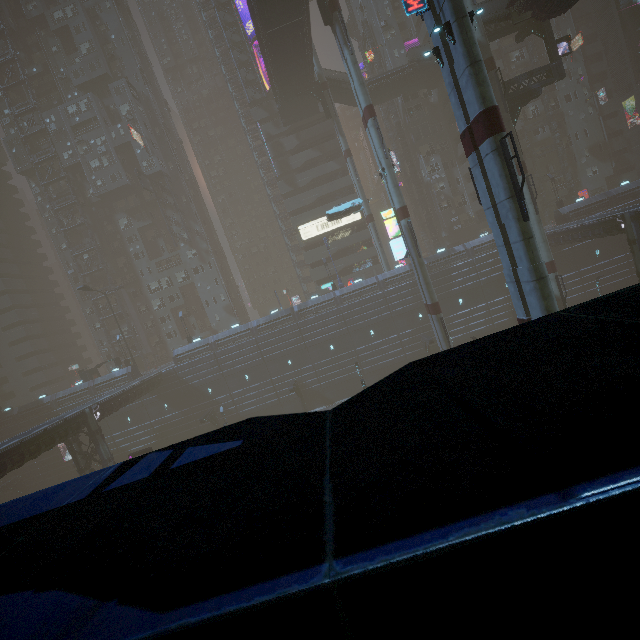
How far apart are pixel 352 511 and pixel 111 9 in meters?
80.8

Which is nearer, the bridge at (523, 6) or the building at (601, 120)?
the bridge at (523, 6)

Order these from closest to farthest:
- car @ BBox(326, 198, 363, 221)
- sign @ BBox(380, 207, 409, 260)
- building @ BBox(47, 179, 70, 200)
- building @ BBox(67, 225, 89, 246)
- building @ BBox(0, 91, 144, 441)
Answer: sign @ BBox(380, 207, 409, 260), car @ BBox(326, 198, 363, 221), building @ BBox(0, 91, 144, 441), building @ BBox(47, 179, 70, 200), building @ BBox(67, 225, 89, 246)

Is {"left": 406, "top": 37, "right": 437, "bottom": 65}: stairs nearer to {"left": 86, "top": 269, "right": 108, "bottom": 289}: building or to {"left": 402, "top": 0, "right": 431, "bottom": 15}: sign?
{"left": 86, "top": 269, "right": 108, "bottom": 289}: building

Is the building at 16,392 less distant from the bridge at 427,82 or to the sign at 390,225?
the sign at 390,225

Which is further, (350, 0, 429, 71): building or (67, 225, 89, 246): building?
(67, 225, 89, 246): building

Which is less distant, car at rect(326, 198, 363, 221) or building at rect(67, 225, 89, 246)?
car at rect(326, 198, 363, 221)
